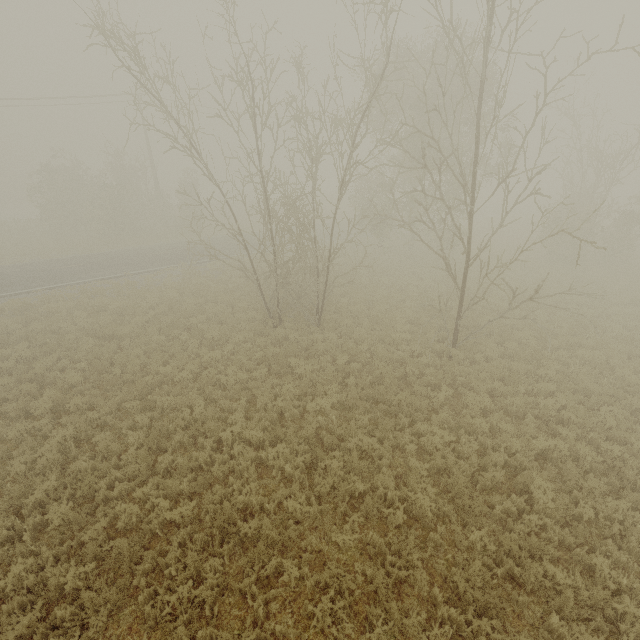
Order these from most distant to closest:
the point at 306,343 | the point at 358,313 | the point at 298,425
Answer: the point at 358,313 → the point at 306,343 → the point at 298,425
